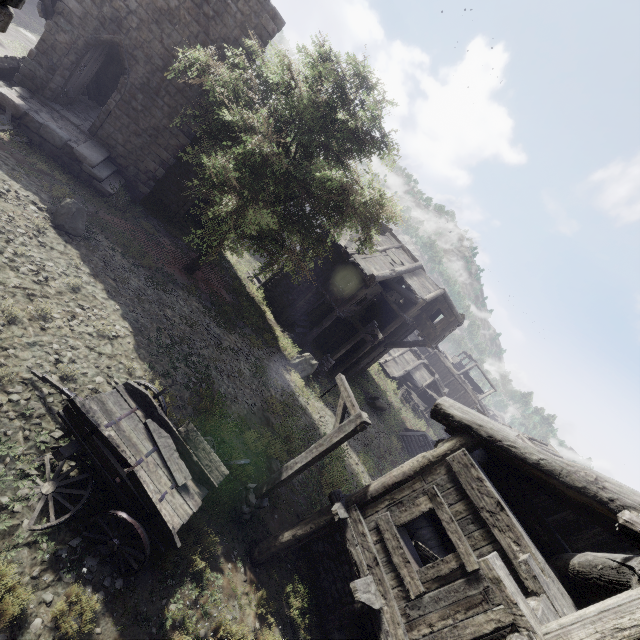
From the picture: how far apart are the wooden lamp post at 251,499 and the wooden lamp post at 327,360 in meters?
10.2

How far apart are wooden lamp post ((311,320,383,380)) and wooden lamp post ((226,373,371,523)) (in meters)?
10.18

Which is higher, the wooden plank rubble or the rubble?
the wooden plank rubble

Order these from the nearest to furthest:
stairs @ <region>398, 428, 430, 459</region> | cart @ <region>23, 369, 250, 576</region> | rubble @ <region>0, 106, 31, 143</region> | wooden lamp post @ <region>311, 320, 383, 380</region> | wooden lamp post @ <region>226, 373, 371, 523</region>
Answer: cart @ <region>23, 369, 250, 576</region> < wooden lamp post @ <region>226, 373, 371, 523</region> < rubble @ <region>0, 106, 31, 143</region> < wooden lamp post @ <region>311, 320, 383, 380</region> < stairs @ <region>398, 428, 430, 459</region>

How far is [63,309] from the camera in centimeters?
811cm

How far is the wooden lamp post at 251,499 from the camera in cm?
734

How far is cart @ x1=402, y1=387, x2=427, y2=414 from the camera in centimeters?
3438cm

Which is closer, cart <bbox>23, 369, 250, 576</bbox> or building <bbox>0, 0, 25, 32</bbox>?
building <bbox>0, 0, 25, 32</bbox>
